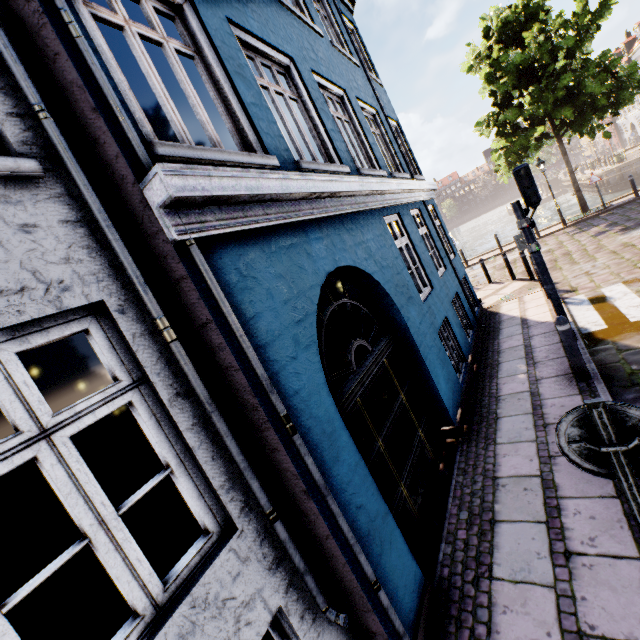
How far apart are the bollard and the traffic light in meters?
1.9

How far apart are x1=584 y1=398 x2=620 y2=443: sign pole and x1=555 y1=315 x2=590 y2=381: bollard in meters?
3.6 m

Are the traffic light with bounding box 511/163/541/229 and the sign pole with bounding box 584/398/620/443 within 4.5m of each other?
no

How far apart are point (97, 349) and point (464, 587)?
3.9m

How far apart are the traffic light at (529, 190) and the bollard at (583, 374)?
1.9 meters

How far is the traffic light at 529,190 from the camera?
5.7m

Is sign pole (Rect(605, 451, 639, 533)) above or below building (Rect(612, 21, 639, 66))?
below

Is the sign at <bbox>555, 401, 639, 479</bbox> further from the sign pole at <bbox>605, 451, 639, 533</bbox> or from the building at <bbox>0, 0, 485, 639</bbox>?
the building at <bbox>0, 0, 485, 639</bbox>
